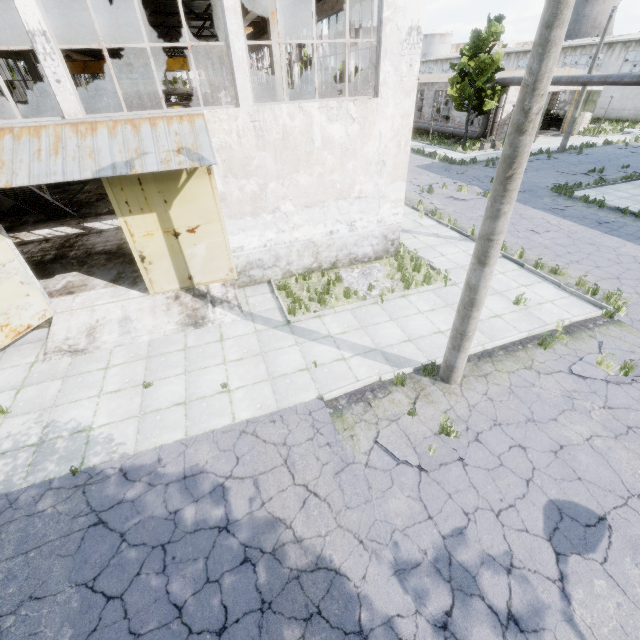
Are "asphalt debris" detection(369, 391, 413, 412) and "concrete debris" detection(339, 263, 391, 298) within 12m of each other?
yes

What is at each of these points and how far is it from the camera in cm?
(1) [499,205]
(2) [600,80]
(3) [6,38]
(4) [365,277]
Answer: (1) lamp post, 514
(2) pipe, 1986
(3) beam, 1777
(4) concrete debris, 1155

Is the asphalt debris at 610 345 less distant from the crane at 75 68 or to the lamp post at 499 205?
the lamp post at 499 205

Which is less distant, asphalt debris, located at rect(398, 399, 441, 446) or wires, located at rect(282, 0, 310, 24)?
asphalt debris, located at rect(398, 399, 441, 446)

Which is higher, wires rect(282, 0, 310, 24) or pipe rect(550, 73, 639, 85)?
wires rect(282, 0, 310, 24)

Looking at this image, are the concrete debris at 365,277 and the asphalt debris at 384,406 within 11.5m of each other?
yes

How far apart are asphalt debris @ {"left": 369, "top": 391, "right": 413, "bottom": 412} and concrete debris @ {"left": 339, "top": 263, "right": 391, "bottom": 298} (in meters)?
4.09

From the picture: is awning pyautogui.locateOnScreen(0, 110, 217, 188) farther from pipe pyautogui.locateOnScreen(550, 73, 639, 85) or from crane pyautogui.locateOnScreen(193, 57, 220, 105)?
pipe pyautogui.locateOnScreen(550, 73, 639, 85)
